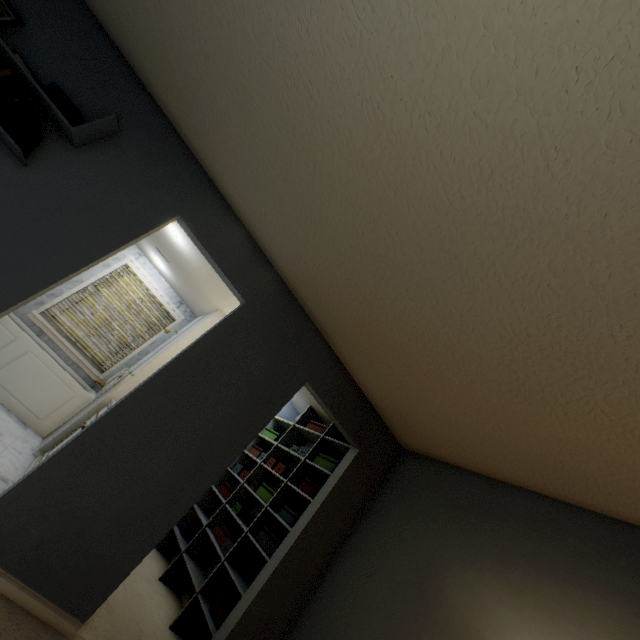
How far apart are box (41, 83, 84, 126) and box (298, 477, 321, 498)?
3.5 meters

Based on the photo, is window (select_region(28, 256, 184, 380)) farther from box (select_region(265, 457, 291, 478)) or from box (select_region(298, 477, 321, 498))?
box (select_region(298, 477, 321, 498))

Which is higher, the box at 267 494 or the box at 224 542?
the box at 267 494

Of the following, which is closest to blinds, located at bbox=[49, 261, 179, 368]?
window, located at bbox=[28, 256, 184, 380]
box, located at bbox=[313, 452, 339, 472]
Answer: window, located at bbox=[28, 256, 184, 380]

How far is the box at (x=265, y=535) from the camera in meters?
2.9 m

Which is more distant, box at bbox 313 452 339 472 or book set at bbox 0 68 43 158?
box at bbox 313 452 339 472

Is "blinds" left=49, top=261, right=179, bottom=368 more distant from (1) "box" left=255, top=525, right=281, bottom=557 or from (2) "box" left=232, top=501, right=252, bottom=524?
(1) "box" left=255, top=525, right=281, bottom=557

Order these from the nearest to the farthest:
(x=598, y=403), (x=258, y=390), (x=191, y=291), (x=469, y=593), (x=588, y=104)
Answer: (x=588, y=104) → (x=598, y=403) → (x=469, y=593) → (x=258, y=390) → (x=191, y=291)
